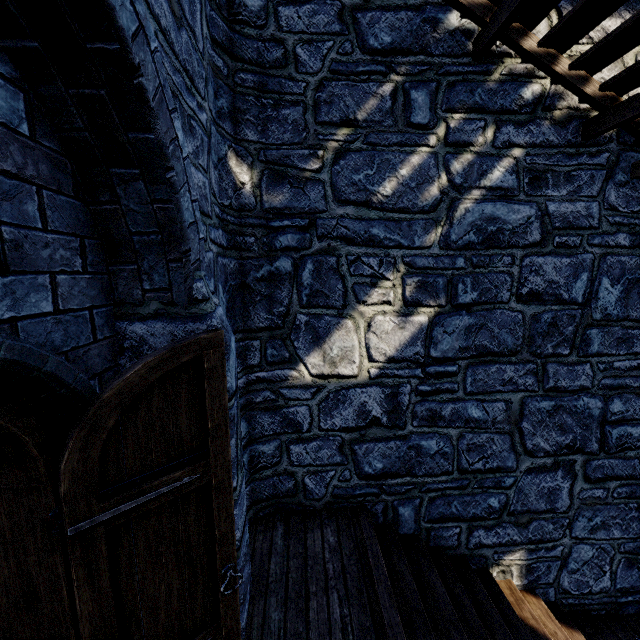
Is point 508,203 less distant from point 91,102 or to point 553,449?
point 553,449
